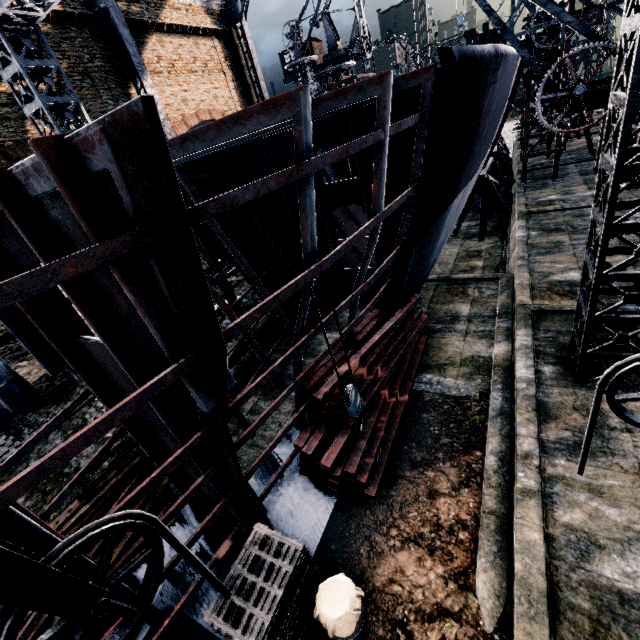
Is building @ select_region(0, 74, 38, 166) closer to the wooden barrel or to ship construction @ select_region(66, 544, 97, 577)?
ship construction @ select_region(66, 544, 97, 577)

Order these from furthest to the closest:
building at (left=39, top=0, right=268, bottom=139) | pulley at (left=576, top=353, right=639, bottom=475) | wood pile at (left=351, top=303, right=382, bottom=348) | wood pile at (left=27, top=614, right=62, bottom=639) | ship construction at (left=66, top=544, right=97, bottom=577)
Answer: building at (left=39, top=0, right=268, bottom=139) < wood pile at (left=351, top=303, right=382, bottom=348) < wood pile at (left=27, top=614, right=62, bottom=639) < ship construction at (left=66, top=544, right=97, bottom=577) < pulley at (left=576, top=353, right=639, bottom=475)

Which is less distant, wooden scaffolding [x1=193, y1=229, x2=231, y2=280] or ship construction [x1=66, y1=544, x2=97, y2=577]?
ship construction [x1=66, y1=544, x2=97, y2=577]

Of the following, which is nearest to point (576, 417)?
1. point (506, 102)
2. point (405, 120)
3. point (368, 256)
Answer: point (368, 256)

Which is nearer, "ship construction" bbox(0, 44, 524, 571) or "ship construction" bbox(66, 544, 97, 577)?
"ship construction" bbox(0, 44, 524, 571)

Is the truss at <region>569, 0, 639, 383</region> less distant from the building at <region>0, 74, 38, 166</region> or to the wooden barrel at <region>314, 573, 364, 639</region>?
the building at <region>0, 74, 38, 166</region>

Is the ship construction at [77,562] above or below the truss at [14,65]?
→ below

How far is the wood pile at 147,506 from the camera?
9.8 meters
